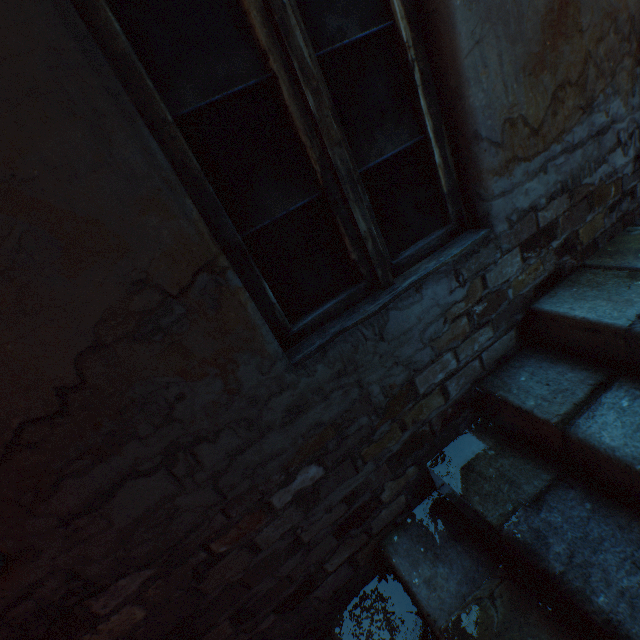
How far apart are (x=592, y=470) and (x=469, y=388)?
0.5 meters
